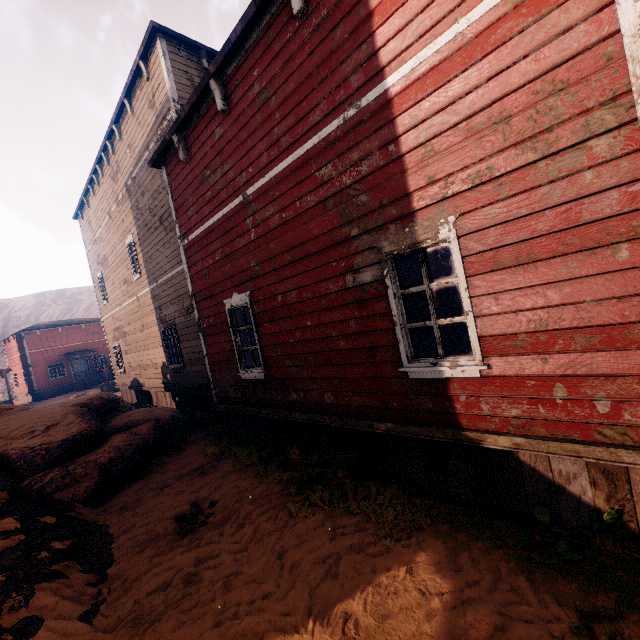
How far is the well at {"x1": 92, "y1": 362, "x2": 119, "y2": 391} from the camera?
→ 25.5 meters

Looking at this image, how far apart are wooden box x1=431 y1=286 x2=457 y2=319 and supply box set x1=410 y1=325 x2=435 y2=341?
0.0 meters

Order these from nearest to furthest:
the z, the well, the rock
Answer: the z → the rock → the well

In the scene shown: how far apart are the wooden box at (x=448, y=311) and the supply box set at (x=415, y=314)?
0.02m

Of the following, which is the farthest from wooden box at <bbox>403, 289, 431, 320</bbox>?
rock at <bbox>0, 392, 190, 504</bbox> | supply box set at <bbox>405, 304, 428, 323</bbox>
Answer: rock at <bbox>0, 392, 190, 504</bbox>

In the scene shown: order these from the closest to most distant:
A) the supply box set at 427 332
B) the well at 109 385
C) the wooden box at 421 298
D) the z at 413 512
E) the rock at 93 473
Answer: the z at 413 512, the rock at 93 473, the supply box set at 427 332, the wooden box at 421 298, the well at 109 385

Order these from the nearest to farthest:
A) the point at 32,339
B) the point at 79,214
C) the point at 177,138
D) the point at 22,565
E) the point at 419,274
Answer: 1. the point at 22,565
2. the point at 177,138
3. the point at 419,274
4. the point at 79,214
5. the point at 32,339
